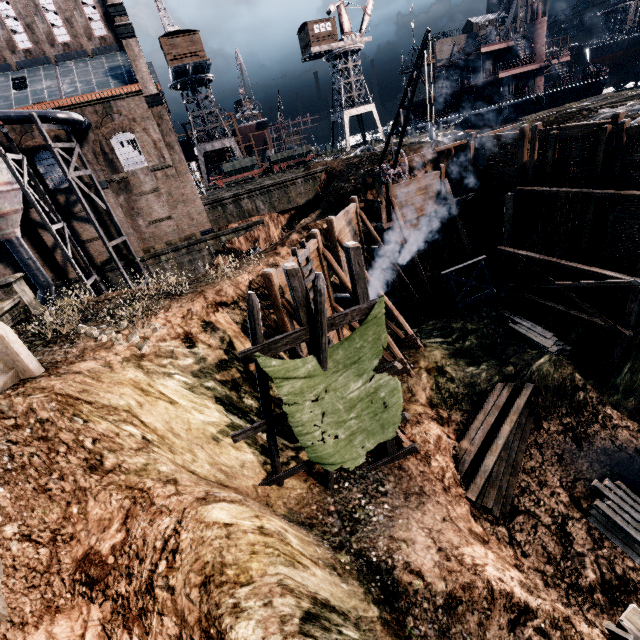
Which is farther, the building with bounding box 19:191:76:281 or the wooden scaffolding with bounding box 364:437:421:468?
the building with bounding box 19:191:76:281

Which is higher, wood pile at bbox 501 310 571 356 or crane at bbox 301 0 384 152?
crane at bbox 301 0 384 152

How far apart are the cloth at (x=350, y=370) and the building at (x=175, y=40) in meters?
49.2

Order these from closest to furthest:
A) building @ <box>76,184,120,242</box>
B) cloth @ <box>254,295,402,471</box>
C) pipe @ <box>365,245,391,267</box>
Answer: cloth @ <box>254,295,402,471</box>, pipe @ <box>365,245,391,267</box>, building @ <box>76,184,120,242</box>

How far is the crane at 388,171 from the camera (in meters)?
15.62

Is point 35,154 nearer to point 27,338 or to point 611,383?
point 27,338

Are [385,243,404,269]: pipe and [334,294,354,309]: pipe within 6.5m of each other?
yes

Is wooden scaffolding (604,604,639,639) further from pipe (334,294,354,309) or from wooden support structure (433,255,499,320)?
wooden support structure (433,255,499,320)
